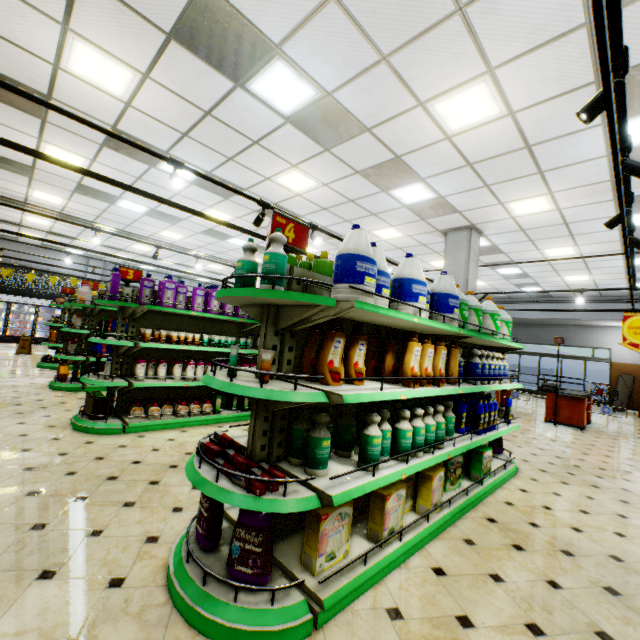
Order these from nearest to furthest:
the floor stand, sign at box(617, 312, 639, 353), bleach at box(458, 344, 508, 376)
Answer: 1. bleach at box(458, 344, 508, 376)
2. sign at box(617, 312, 639, 353)
3. the floor stand

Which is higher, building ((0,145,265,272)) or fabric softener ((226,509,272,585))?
building ((0,145,265,272))

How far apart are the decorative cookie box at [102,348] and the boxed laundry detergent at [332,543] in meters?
7.3

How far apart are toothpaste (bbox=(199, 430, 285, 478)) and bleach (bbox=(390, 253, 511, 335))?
1.9m

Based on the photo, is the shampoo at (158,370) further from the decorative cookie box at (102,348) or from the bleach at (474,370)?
the bleach at (474,370)

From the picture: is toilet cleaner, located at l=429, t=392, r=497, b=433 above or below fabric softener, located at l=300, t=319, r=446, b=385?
below

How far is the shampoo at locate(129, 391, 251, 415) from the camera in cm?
505

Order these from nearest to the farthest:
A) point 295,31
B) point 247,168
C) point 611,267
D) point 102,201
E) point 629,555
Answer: point 629,555
point 295,31
point 247,168
point 102,201
point 611,267
